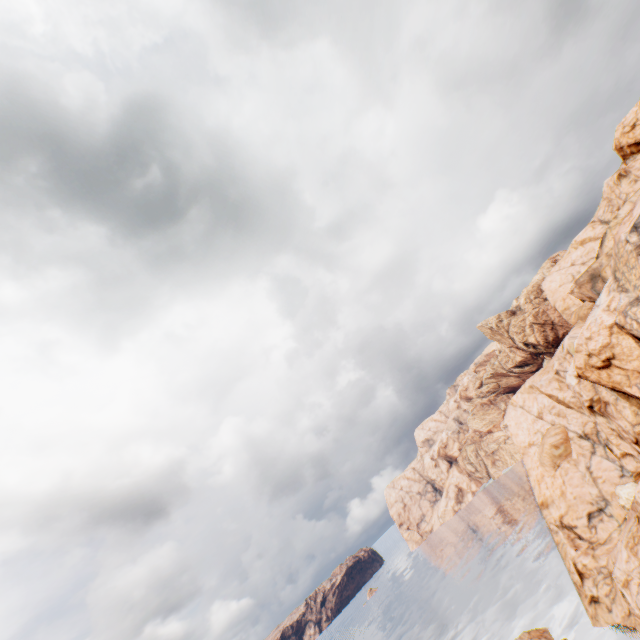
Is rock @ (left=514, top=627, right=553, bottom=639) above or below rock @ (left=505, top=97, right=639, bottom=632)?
below

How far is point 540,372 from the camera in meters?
43.8

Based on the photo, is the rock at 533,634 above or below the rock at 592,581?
below

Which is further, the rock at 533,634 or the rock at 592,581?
the rock at 533,634

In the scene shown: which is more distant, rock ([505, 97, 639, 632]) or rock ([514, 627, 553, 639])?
rock ([514, 627, 553, 639])
